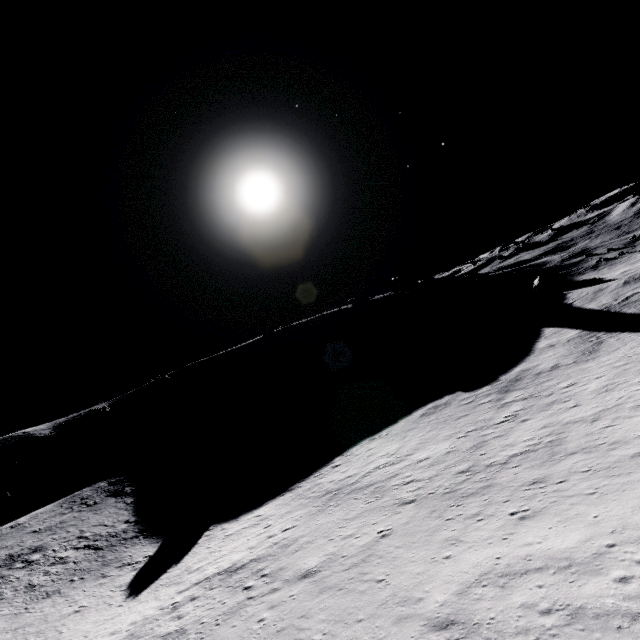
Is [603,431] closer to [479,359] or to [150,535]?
[479,359]
